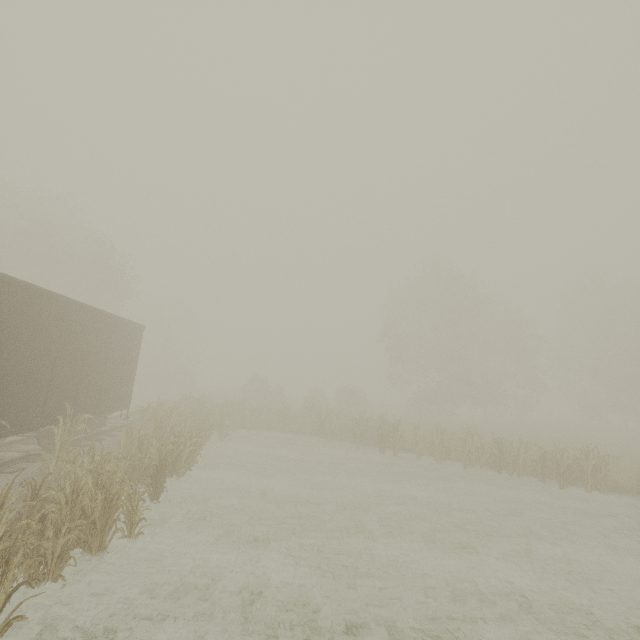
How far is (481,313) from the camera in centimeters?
3747cm

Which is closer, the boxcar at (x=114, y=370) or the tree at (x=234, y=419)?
the tree at (x=234, y=419)

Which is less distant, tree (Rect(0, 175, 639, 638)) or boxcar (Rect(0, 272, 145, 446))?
tree (Rect(0, 175, 639, 638))
